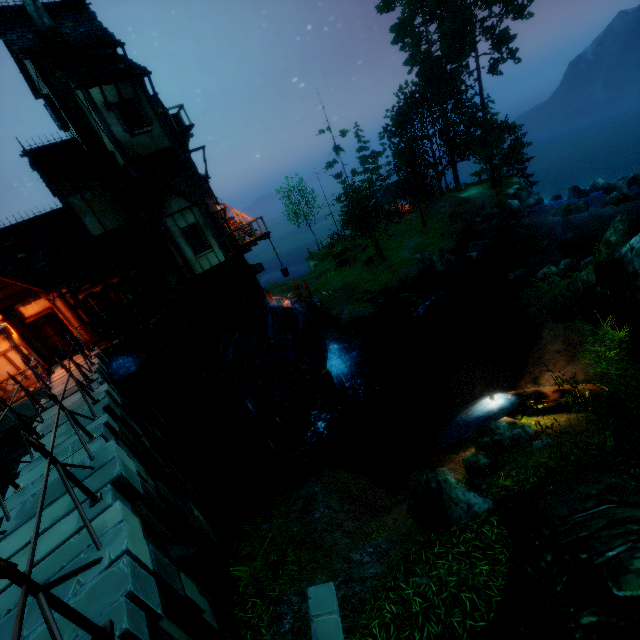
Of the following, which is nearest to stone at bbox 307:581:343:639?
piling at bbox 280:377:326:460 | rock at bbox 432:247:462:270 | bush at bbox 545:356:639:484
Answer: bush at bbox 545:356:639:484

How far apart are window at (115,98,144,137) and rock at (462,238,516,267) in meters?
25.9

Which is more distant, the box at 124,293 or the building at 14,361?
the box at 124,293

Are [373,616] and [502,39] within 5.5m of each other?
no

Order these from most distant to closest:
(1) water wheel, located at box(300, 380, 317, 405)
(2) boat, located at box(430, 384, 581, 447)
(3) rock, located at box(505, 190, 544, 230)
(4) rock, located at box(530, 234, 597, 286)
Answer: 1. (3) rock, located at box(505, 190, 544, 230)
2. (4) rock, located at box(530, 234, 597, 286)
3. (1) water wheel, located at box(300, 380, 317, 405)
4. (2) boat, located at box(430, 384, 581, 447)

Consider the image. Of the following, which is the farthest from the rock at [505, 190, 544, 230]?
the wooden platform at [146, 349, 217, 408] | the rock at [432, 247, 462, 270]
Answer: the wooden platform at [146, 349, 217, 408]

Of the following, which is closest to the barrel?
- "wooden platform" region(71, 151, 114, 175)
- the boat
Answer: "wooden platform" region(71, 151, 114, 175)

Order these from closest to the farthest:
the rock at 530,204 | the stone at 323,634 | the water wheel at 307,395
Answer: the stone at 323,634
the water wheel at 307,395
the rock at 530,204
